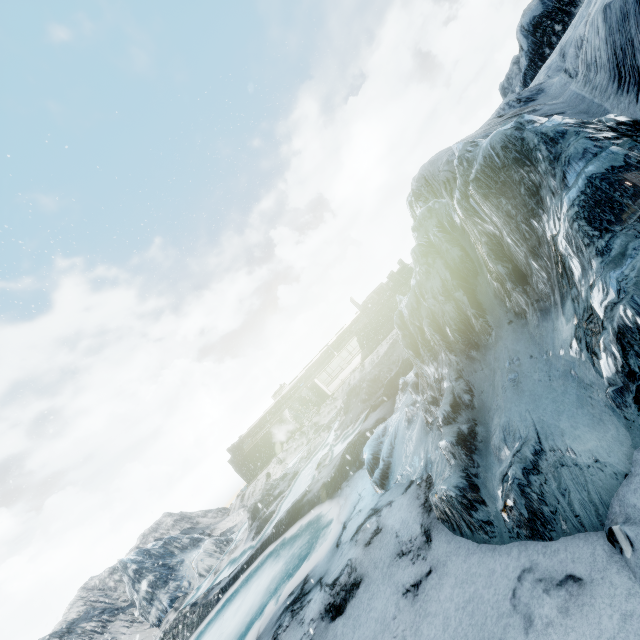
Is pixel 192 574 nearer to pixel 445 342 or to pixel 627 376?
pixel 445 342
